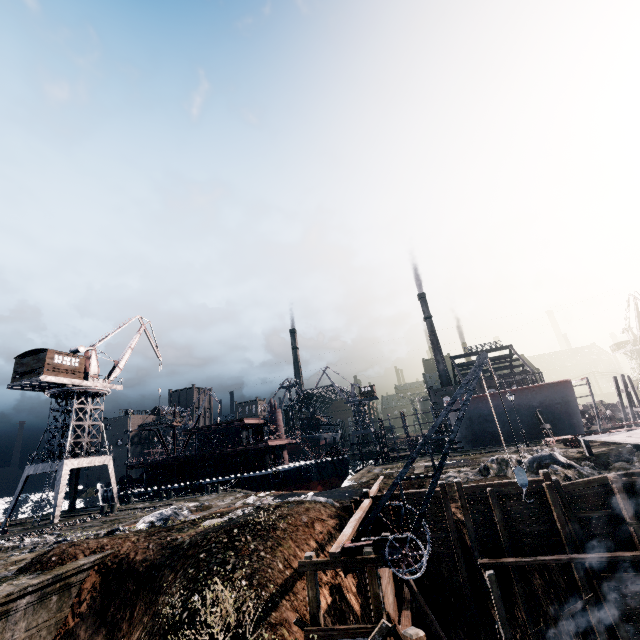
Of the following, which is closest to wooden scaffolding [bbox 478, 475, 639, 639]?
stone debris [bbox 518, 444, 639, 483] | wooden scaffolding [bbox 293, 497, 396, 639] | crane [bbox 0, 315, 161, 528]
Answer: stone debris [bbox 518, 444, 639, 483]

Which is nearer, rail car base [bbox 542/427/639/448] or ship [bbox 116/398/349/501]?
rail car base [bbox 542/427/639/448]

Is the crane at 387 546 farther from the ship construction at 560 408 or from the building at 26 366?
the building at 26 366

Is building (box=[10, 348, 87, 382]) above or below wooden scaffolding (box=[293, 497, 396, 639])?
above

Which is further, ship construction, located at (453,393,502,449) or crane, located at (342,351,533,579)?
ship construction, located at (453,393,502,449)

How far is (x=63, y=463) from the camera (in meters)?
33.56

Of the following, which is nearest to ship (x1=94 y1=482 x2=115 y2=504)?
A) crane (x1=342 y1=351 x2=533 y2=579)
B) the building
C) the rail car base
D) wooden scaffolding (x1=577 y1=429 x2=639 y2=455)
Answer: the building

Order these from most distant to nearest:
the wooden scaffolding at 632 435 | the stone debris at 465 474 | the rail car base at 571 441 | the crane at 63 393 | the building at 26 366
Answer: the building at 26 366 → the crane at 63 393 → the rail car base at 571 441 → the stone debris at 465 474 → the wooden scaffolding at 632 435
